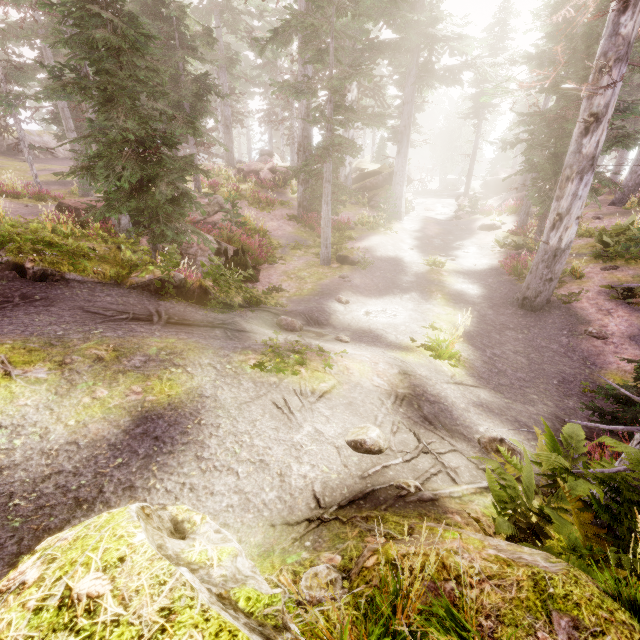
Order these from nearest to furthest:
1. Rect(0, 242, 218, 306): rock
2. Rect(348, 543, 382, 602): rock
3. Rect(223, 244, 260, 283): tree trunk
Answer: Rect(348, 543, 382, 602): rock
Rect(0, 242, 218, 306): rock
Rect(223, 244, 260, 283): tree trunk

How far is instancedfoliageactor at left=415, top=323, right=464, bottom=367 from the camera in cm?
744

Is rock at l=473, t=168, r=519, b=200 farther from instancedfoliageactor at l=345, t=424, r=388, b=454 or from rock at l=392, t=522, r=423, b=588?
rock at l=392, t=522, r=423, b=588

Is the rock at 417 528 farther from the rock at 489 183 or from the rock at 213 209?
the rock at 489 183

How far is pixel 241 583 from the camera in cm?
157

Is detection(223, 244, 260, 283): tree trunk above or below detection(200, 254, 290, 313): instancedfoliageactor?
below

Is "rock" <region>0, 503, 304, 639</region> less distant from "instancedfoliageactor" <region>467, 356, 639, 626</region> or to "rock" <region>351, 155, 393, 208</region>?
"instancedfoliageactor" <region>467, 356, 639, 626</region>

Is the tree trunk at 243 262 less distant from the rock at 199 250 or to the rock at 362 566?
the rock at 199 250
